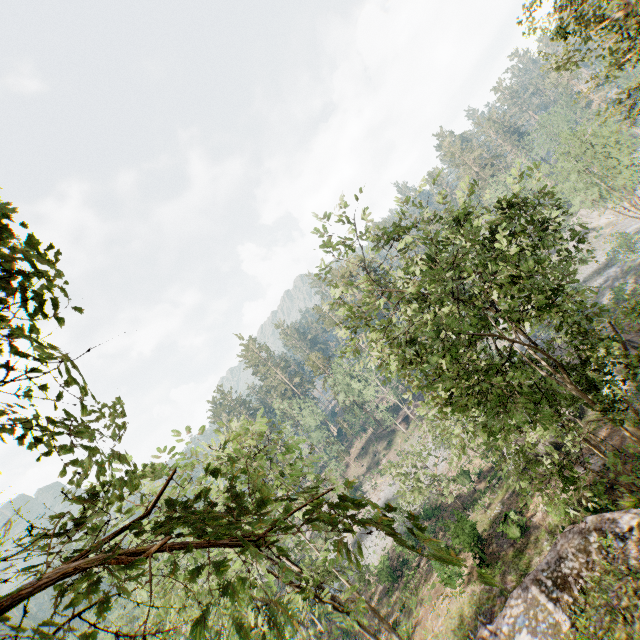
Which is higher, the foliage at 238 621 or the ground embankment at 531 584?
the foliage at 238 621

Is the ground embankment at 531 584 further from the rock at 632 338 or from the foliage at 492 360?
the rock at 632 338

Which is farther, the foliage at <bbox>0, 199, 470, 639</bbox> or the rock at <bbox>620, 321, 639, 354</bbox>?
the rock at <bbox>620, 321, 639, 354</bbox>

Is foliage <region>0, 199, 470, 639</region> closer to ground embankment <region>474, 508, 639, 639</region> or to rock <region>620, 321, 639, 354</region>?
ground embankment <region>474, 508, 639, 639</region>

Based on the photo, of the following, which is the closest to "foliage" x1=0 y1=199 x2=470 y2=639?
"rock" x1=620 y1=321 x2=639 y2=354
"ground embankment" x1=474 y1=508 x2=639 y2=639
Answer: "ground embankment" x1=474 y1=508 x2=639 y2=639

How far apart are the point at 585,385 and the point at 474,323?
7.1 meters
